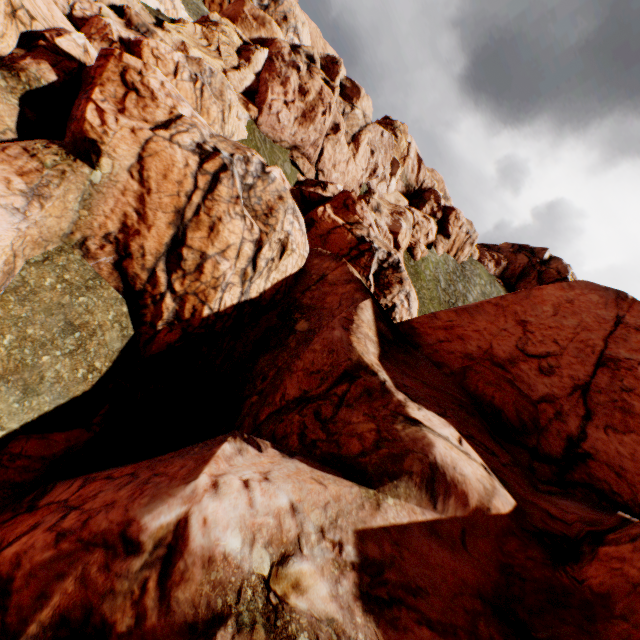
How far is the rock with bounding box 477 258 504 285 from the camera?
59.0m

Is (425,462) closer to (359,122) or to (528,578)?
(528,578)

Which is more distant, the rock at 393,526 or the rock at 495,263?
the rock at 495,263

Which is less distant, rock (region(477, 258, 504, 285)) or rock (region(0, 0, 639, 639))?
rock (region(0, 0, 639, 639))

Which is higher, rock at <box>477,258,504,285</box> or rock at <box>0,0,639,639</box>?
rock at <box>477,258,504,285</box>

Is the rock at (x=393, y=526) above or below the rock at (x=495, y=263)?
below
